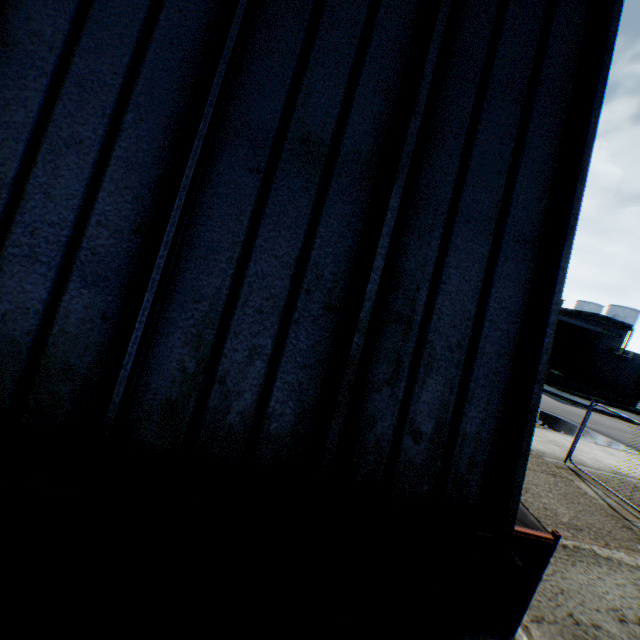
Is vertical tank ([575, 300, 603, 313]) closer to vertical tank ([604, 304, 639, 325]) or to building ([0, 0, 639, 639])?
vertical tank ([604, 304, 639, 325])

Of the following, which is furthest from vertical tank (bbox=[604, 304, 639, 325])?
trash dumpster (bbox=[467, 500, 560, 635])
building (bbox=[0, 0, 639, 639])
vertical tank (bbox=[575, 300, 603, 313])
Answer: trash dumpster (bbox=[467, 500, 560, 635])

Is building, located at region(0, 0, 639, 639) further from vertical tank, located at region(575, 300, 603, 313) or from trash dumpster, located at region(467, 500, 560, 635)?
vertical tank, located at region(575, 300, 603, 313)

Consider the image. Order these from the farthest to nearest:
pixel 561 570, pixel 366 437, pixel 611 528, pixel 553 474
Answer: pixel 553 474
pixel 611 528
pixel 561 570
pixel 366 437

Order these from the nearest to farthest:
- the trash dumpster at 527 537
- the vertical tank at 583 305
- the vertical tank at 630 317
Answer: the trash dumpster at 527 537
the vertical tank at 630 317
the vertical tank at 583 305

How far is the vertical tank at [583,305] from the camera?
57.94m

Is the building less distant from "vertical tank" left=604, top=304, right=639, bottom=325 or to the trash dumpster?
→ the trash dumpster

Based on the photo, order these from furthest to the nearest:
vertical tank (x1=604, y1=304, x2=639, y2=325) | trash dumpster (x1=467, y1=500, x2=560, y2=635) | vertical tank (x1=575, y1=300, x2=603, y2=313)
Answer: vertical tank (x1=575, y1=300, x2=603, y2=313) → vertical tank (x1=604, y1=304, x2=639, y2=325) → trash dumpster (x1=467, y1=500, x2=560, y2=635)
